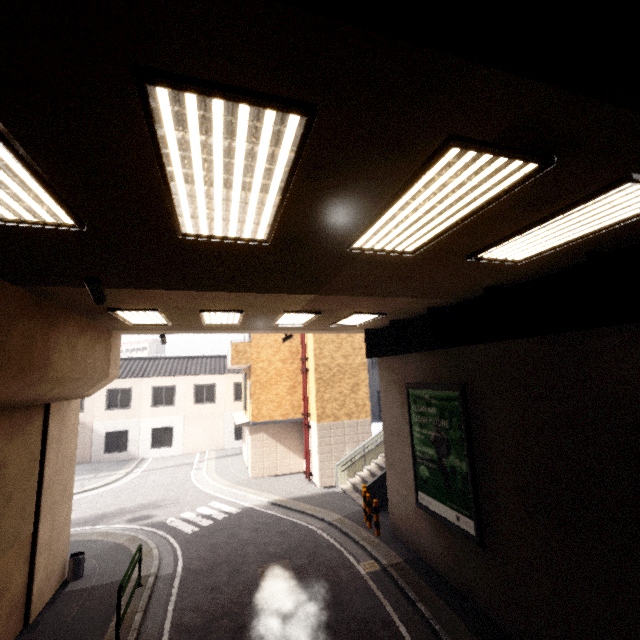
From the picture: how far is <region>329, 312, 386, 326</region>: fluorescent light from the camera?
8.7m

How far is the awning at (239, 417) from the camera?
17.2 meters

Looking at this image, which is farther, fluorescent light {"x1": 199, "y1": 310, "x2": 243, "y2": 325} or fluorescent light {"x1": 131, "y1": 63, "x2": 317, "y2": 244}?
fluorescent light {"x1": 199, "y1": 310, "x2": 243, "y2": 325}

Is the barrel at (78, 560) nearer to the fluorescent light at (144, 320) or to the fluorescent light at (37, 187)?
the fluorescent light at (144, 320)

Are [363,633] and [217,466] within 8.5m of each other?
no

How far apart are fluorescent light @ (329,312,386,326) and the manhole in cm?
719

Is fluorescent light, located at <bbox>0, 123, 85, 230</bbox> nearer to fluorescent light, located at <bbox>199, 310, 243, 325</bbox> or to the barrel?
fluorescent light, located at <bbox>199, 310, 243, 325</bbox>

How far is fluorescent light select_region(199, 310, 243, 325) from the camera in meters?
7.6 m
